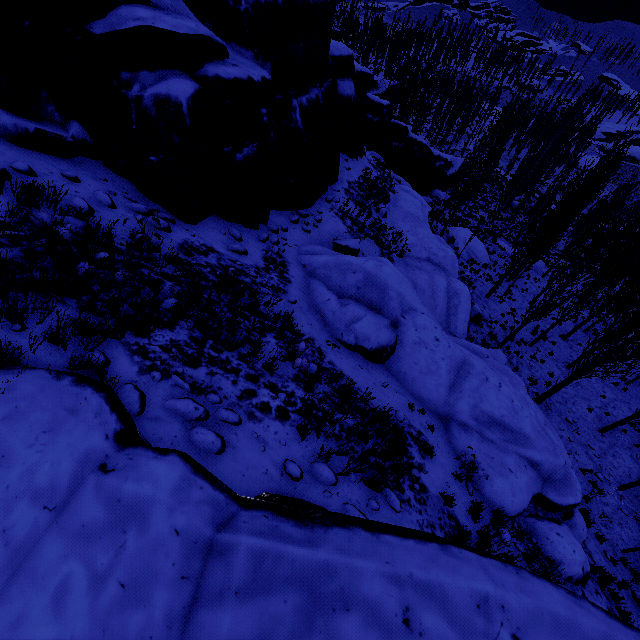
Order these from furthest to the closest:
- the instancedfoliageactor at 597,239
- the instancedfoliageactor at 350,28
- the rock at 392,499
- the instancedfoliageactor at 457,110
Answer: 1. the instancedfoliageactor at 457,110
2. the instancedfoliageactor at 350,28
3. the instancedfoliageactor at 597,239
4. the rock at 392,499

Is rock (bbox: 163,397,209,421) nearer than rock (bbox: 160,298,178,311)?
Yes

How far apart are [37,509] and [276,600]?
2.1 meters

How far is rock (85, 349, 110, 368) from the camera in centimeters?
412cm

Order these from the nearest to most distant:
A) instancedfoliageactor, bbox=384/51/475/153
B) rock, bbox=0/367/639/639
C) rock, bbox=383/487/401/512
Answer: rock, bbox=0/367/639/639
rock, bbox=383/487/401/512
instancedfoliageactor, bbox=384/51/475/153

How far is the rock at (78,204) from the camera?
5.97m
